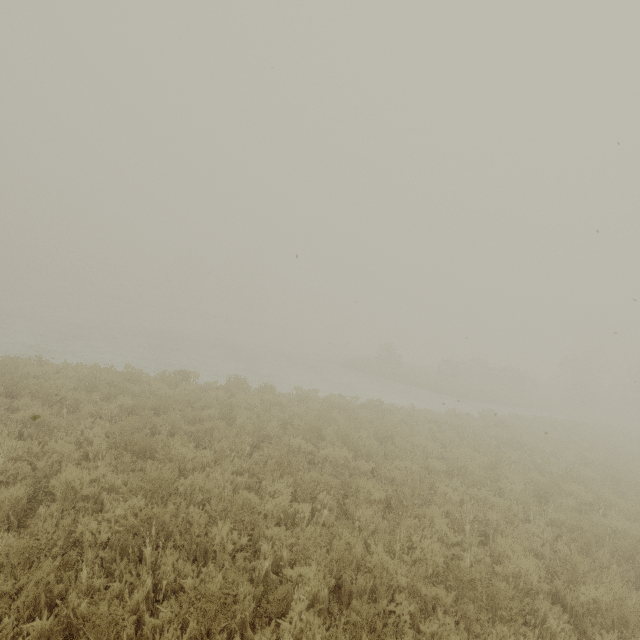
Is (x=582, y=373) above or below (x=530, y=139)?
below
